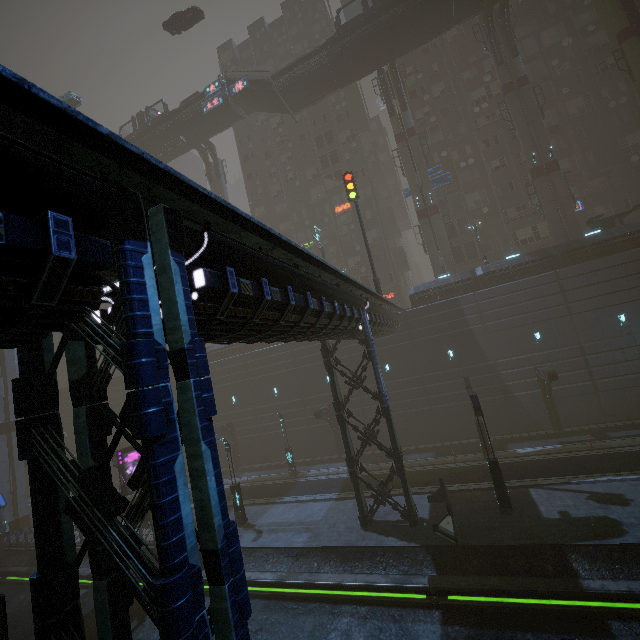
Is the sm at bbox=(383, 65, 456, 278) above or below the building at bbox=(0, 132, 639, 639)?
above

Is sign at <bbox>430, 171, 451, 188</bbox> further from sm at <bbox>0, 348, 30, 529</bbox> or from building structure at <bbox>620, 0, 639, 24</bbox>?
sm at <bbox>0, 348, 30, 529</bbox>

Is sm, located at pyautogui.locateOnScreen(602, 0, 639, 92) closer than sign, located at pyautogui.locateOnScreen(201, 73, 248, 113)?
Yes

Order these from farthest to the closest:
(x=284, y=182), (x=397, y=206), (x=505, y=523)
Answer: (x=397, y=206) → (x=284, y=182) → (x=505, y=523)

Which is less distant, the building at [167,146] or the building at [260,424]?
the building at [260,424]

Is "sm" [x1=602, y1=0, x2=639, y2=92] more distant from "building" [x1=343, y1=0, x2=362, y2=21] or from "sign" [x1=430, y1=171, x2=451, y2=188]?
"sign" [x1=430, y1=171, x2=451, y2=188]

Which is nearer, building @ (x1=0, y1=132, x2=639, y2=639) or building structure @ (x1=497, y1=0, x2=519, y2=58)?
building @ (x1=0, y1=132, x2=639, y2=639)

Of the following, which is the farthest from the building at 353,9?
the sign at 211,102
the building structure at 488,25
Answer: the sign at 211,102
